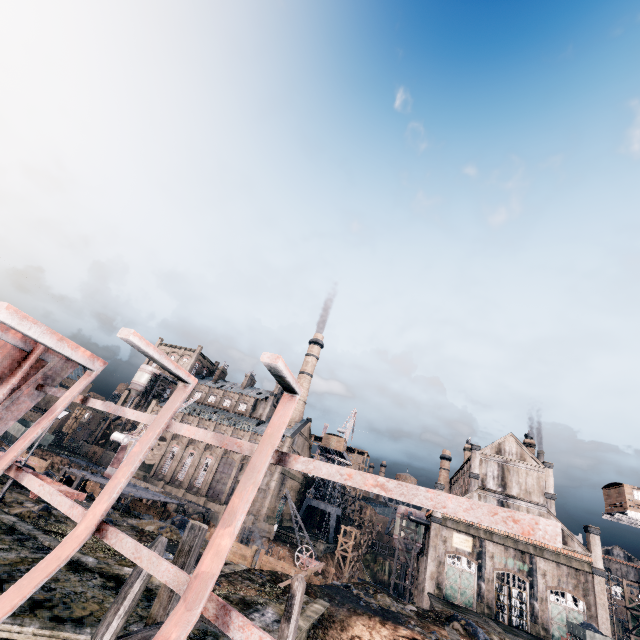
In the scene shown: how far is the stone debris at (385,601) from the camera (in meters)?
25.20

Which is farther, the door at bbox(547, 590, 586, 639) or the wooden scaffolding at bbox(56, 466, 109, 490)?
the door at bbox(547, 590, 586, 639)

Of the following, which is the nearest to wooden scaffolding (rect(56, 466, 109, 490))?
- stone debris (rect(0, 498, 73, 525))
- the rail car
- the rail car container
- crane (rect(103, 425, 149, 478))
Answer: crane (rect(103, 425, 149, 478))

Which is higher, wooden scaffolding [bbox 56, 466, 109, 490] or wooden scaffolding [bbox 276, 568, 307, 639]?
wooden scaffolding [bbox 276, 568, 307, 639]

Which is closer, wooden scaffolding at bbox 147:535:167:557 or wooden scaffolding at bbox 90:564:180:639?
wooden scaffolding at bbox 90:564:180:639

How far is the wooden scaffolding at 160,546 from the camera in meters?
6.6 m

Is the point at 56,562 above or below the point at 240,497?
below

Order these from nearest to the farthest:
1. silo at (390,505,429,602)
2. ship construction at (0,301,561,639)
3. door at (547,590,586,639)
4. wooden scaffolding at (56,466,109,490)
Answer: ship construction at (0,301,561,639) < wooden scaffolding at (56,466,109,490) < door at (547,590,586,639) < silo at (390,505,429,602)
